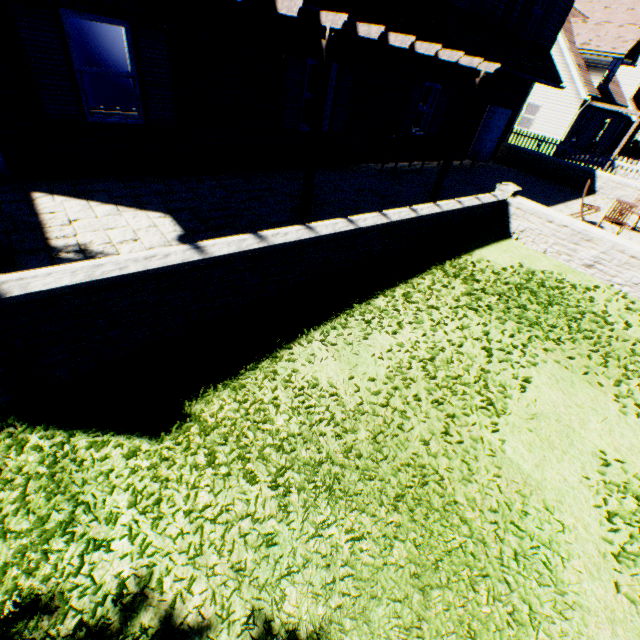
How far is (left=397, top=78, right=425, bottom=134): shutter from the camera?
10.6 meters

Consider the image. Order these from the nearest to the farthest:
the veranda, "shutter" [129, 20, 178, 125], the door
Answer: the veranda < "shutter" [129, 20, 178, 125] < the door

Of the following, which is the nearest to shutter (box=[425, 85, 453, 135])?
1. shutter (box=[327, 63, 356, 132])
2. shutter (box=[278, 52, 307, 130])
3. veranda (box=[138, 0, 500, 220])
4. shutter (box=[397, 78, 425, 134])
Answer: shutter (box=[397, 78, 425, 134])

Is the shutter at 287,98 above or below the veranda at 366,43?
below

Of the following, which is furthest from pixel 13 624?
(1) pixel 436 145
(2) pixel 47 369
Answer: (1) pixel 436 145

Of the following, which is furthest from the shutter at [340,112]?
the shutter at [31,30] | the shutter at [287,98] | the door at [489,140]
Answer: the door at [489,140]

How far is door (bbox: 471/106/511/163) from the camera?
14.03m

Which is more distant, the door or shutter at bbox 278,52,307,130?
the door
